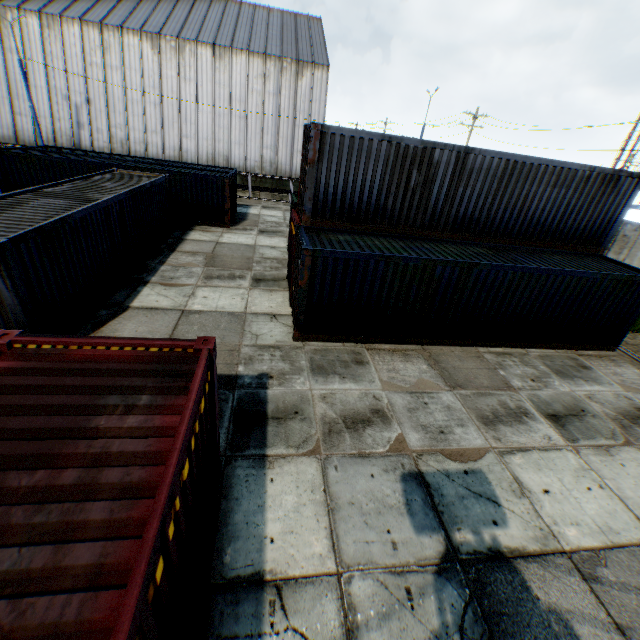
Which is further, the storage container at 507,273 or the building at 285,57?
→ the building at 285,57

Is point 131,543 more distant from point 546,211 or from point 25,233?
point 546,211

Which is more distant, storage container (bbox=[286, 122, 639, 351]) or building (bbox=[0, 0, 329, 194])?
building (bbox=[0, 0, 329, 194])
